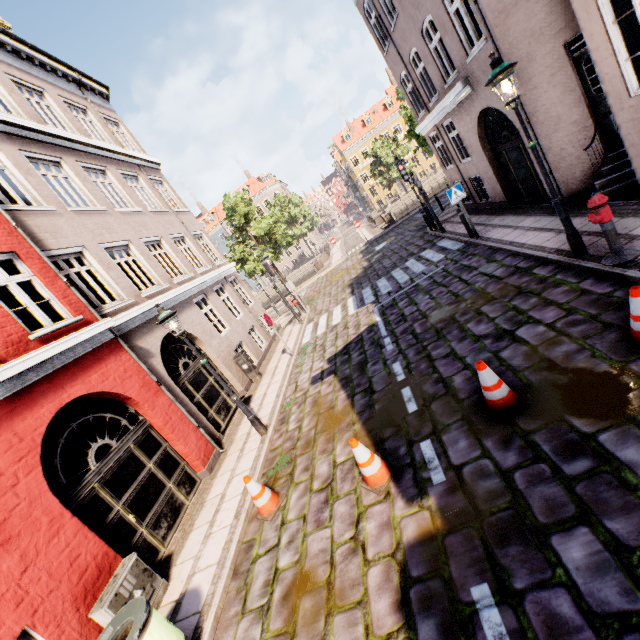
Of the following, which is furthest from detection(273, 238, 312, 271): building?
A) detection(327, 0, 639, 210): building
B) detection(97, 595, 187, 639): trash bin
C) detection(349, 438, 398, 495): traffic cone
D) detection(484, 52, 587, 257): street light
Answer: detection(97, 595, 187, 639): trash bin

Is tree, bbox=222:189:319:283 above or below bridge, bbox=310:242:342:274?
above

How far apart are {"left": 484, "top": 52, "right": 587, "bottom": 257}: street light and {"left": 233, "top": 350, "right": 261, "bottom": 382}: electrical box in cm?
996

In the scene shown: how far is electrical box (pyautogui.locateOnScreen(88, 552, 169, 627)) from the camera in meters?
4.5 m

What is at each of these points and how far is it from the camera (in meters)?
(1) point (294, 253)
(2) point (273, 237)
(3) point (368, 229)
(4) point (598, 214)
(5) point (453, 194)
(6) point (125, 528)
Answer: (1) building, 58.12
(2) tree, 26.86
(3) bridge, 34.34
(4) hydrant, 5.20
(5) sign, 10.45
(6) building, 5.82

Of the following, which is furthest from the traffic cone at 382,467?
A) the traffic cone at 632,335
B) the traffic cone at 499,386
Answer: the traffic cone at 632,335

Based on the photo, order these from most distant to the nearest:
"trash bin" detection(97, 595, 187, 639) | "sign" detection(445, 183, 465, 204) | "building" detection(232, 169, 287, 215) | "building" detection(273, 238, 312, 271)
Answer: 1. "building" detection(273, 238, 312, 271)
2. "building" detection(232, 169, 287, 215)
3. "sign" detection(445, 183, 465, 204)
4. "trash bin" detection(97, 595, 187, 639)

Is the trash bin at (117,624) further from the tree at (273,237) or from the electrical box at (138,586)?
the tree at (273,237)
